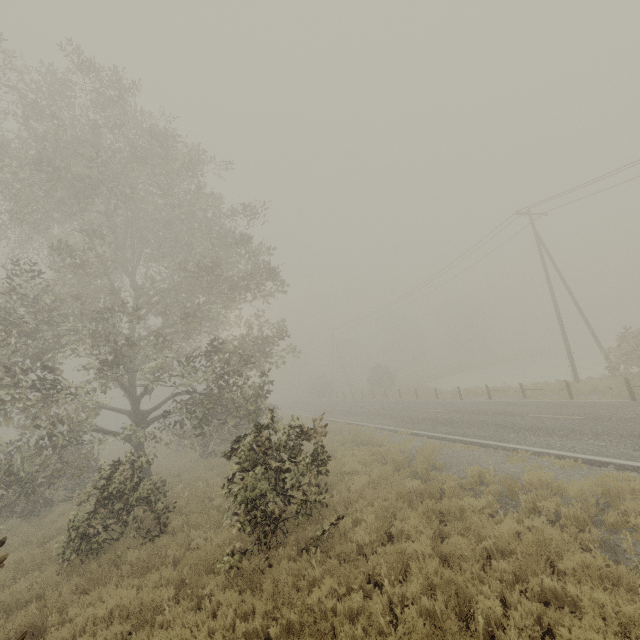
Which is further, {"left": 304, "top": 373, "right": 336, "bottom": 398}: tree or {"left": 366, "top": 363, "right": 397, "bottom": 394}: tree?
{"left": 304, "top": 373, "right": 336, "bottom": 398}: tree

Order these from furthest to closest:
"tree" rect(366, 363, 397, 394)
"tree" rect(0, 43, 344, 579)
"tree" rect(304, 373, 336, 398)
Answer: "tree" rect(304, 373, 336, 398), "tree" rect(366, 363, 397, 394), "tree" rect(0, 43, 344, 579)

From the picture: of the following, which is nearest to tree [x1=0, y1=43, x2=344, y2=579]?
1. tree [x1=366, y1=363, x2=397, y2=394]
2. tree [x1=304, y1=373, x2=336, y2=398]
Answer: tree [x1=366, y1=363, x2=397, y2=394]

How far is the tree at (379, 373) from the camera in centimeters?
4062cm

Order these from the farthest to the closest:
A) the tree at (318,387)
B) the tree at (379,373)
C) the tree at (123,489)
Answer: the tree at (318,387) < the tree at (379,373) < the tree at (123,489)

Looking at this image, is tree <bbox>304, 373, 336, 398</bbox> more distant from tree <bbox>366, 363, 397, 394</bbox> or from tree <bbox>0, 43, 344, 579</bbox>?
tree <bbox>0, 43, 344, 579</bbox>

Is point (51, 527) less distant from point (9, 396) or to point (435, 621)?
point (9, 396)
